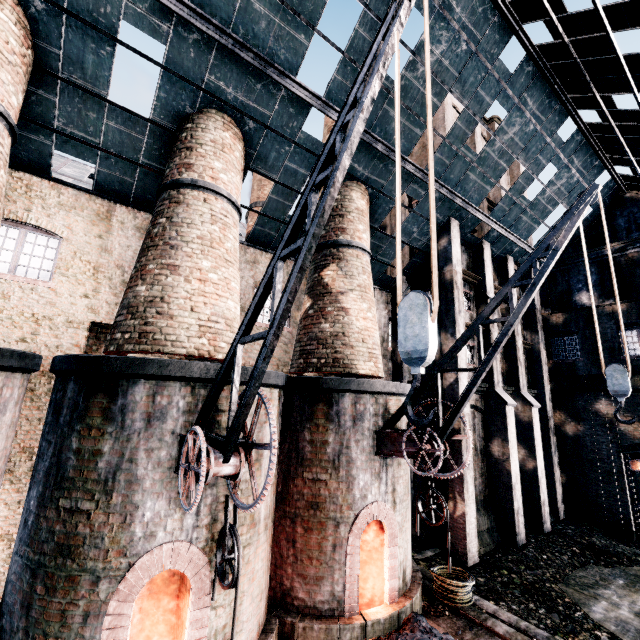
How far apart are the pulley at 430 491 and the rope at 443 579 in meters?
3.8 m

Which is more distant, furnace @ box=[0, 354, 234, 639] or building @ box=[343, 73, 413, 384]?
building @ box=[343, 73, 413, 384]

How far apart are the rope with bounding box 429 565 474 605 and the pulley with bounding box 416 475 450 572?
3.8m

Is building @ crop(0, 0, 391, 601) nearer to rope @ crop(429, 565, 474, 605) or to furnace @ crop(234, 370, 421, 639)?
furnace @ crop(234, 370, 421, 639)

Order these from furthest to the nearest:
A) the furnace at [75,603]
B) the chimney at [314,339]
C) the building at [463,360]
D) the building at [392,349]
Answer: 1. the building at [463,360]
2. the building at [392,349]
3. the chimney at [314,339]
4. the furnace at [75,603]

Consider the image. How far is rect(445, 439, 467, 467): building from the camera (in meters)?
14.82

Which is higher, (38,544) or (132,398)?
(132,398)
